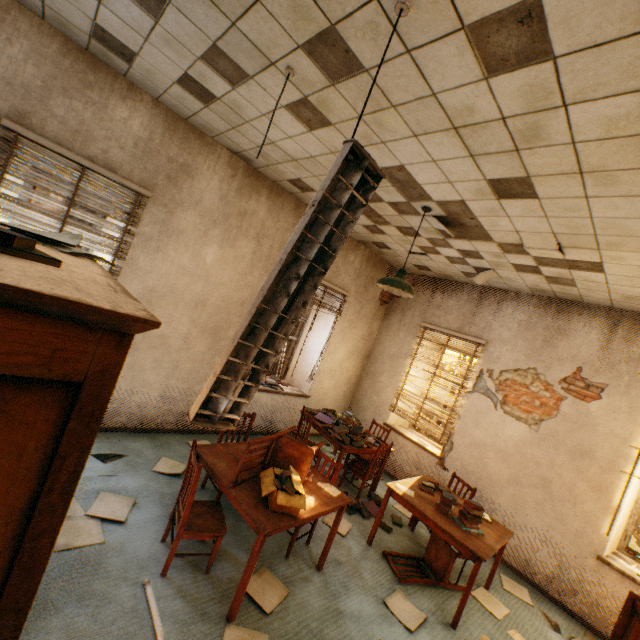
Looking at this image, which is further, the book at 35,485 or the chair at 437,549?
Result: the chair at 437,549

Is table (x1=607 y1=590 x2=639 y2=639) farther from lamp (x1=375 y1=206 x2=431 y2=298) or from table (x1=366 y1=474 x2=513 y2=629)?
lamp (x1=375 y1=206 x2=431 y2=298)

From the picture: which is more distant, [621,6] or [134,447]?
[134,447]

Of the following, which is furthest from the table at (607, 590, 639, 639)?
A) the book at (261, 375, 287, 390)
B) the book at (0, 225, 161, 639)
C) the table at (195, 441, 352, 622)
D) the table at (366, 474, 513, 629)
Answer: the book at (261, 375, 287, 390)

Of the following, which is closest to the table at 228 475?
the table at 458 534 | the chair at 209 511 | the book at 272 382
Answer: the chair at 209 511

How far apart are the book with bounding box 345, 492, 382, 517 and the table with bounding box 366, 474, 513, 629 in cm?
51

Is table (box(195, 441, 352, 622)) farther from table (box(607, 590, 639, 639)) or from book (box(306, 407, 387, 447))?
table (box(607, 590, 639, 639))

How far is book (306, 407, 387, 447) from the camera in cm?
482
